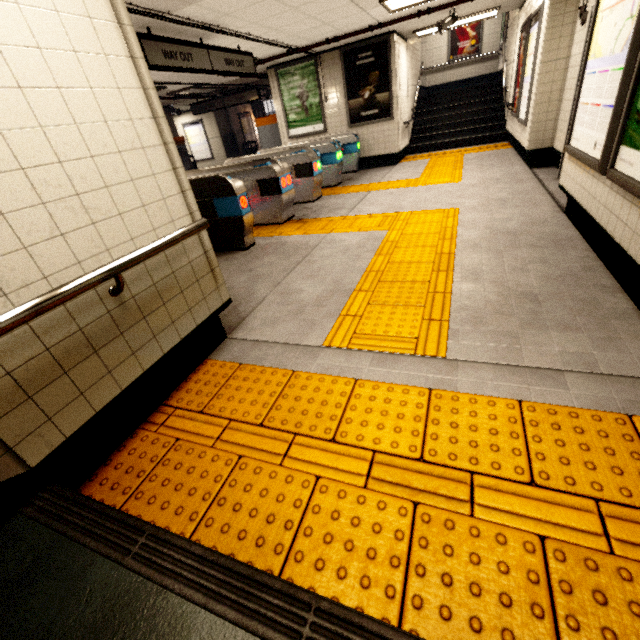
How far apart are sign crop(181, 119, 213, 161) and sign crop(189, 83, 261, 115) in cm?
354

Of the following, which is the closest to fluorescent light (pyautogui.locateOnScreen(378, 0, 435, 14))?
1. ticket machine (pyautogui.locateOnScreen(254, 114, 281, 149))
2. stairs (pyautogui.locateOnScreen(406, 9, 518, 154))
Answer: stairs (pyautogui.locateOnScreen(406, 9, 518, 154))

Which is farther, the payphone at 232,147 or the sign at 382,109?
the payphone at 232,147

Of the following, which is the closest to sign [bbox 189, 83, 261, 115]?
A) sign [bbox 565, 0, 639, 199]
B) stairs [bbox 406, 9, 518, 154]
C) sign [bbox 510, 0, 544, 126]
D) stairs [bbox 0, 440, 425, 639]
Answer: stairs [bbox 406, 9, 518, 154]

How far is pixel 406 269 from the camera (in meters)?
3.36

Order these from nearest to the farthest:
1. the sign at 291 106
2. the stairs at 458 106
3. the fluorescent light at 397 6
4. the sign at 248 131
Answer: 1. the fluorescent light at 397 6
2. the sign at 291 106
3. the stairs at 458 106
4. the sign at 248 131

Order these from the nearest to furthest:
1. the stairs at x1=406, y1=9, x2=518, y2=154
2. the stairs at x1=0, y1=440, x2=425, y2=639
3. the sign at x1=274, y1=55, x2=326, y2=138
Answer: the stairs at x1=0, y1=440, x2=425, y2=639 < the sign at x1=274, y1=55, x2=326, y2=138 < the stairs at x1=406, y1=9, x2=518, y2=154

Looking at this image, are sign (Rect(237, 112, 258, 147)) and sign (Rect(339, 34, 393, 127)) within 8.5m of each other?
no
